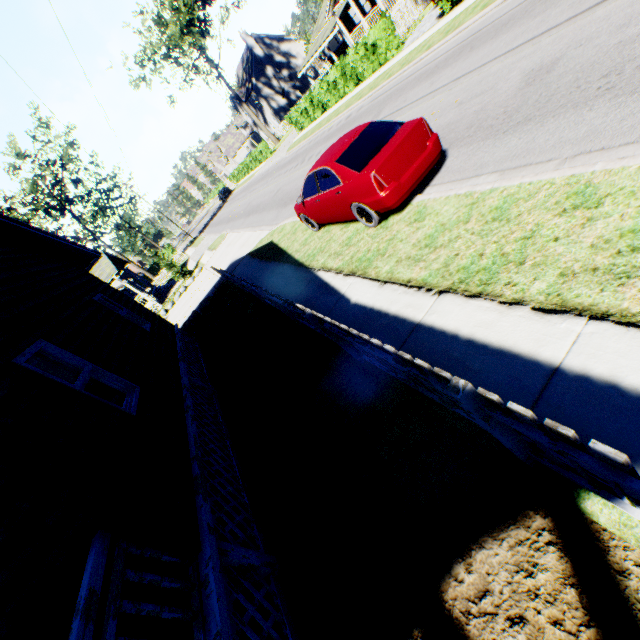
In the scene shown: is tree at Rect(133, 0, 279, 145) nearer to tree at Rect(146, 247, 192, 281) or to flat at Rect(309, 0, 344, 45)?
flat at Rect(309, 0, 344, 45)

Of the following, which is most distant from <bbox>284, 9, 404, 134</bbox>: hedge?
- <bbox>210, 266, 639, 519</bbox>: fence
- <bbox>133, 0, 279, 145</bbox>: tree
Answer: <bbox>210, 266, 639, 519</bbox>: fence

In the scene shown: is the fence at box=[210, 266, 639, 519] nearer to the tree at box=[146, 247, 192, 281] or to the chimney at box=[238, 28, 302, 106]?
the tree at box=[146, 247, 192, 281]

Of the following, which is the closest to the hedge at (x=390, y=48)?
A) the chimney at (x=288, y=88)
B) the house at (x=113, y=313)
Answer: the house at (x=113, y=313)

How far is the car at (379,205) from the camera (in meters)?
6.00

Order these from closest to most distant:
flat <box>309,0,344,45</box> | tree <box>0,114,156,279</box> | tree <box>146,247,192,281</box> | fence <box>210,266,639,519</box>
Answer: fence <box>210,266,639,519</box>, tree <box>146,247,192,281</box>, flat <box>309,0,344,45</box>, tree <box>0,114,156,279</box>

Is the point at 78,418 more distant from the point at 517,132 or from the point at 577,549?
the point at 517,132

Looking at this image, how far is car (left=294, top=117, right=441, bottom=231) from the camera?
6.0m
